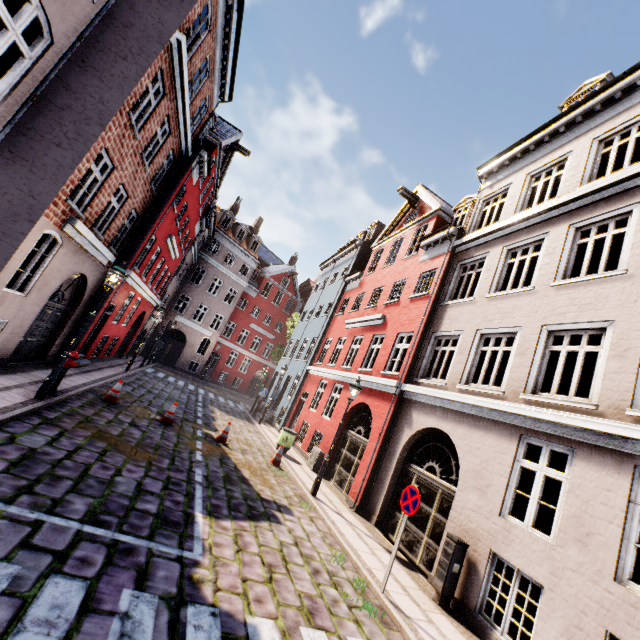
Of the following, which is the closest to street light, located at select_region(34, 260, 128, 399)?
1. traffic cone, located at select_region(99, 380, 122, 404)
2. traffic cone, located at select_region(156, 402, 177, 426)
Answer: traffic cone, located at select_region(99, 380, 122, 404)

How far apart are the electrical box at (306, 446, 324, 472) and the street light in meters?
9.5

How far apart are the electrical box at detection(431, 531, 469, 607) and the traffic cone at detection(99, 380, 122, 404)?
10.3m

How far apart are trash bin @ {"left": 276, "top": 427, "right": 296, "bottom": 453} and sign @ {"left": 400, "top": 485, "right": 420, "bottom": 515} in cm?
832

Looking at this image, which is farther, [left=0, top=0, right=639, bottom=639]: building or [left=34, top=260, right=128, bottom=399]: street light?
[left=34, top=260, right=128, bottom=399]: street light

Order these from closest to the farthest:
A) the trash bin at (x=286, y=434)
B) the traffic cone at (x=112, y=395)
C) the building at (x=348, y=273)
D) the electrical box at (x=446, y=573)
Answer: the building at (x=348, y=273)
the electrical box at (x=446, y=573)
the traffic cone at (x=112, y=395)
the trash bin at (x=286, y=434)

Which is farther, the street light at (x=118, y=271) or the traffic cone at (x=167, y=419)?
the traffic cone at (x=167, y=419)

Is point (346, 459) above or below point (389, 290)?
→ below
